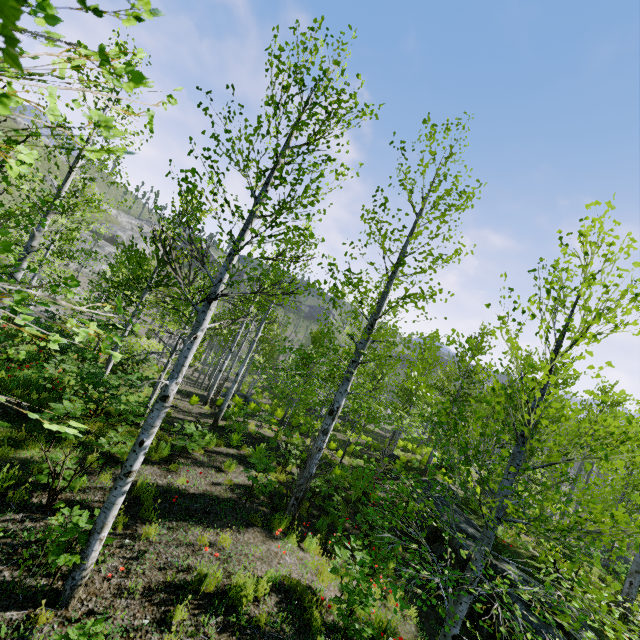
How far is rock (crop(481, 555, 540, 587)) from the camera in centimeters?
837cm

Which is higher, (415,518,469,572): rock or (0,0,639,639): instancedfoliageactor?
(0,0,639,639): instancedfoliageactor

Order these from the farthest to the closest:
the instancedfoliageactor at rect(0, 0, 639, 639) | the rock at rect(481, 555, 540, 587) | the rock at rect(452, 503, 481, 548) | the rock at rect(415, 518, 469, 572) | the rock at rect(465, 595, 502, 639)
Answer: the rock at rect(452, 503, 481, 548) < the rock at rect(415, 518, 469, 572) < the rock at rect(481, 555, 540, 587) < the rock at rect(465, 595, 502, 639) < the instancedfoliageactor at rect(0, 0, 639, 639)

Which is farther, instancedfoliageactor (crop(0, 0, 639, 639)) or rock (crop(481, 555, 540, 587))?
rock (crop(481, 555, 540, 587))

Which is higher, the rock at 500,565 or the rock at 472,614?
the rock at 500,565

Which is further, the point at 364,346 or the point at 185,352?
the point at 364,346
